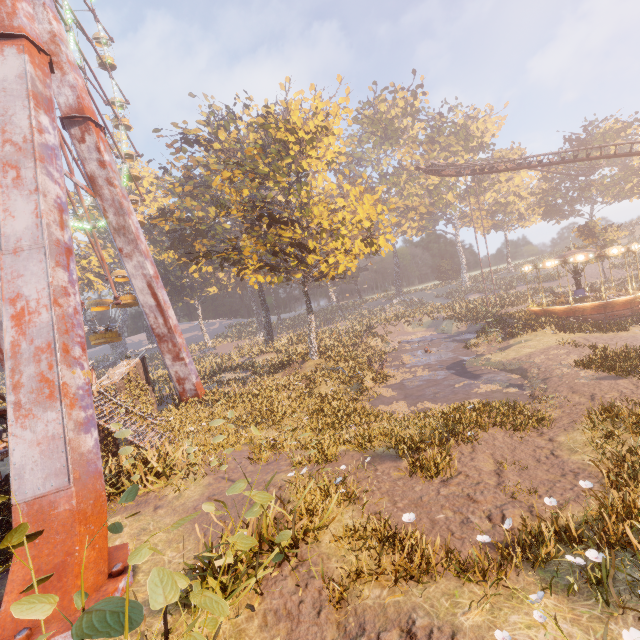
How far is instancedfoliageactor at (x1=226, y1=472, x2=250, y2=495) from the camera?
5.37m

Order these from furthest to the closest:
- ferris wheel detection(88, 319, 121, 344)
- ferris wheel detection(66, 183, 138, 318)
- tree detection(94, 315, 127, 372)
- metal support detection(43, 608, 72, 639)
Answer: tree detection(94, 315, 127, 372)
ferris wheel detection(88, 319, 121, 344)
ferris wheel detection(66, 183, 138, 318)
metal support detection(43, 608, 72, 639)

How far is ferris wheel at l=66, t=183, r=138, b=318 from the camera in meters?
18.2

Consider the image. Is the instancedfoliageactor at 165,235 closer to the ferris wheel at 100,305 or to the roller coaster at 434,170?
the roller coaster at 434,170

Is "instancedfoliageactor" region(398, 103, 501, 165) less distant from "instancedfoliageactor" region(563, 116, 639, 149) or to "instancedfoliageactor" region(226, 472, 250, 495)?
"instancedfoliageactor" region(563, 116, 639, 149)

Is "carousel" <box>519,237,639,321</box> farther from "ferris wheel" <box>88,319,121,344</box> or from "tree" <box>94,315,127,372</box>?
"ferris wheel" <box>88,319,121,344</box>

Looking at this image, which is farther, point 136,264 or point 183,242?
point 183,242

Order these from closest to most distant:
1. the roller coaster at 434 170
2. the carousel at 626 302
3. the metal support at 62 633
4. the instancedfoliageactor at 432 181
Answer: the metal support at 62 633
the carousel at 626 302
the roller coaster at 434 170
the instancedfoliageactor at 432 181
